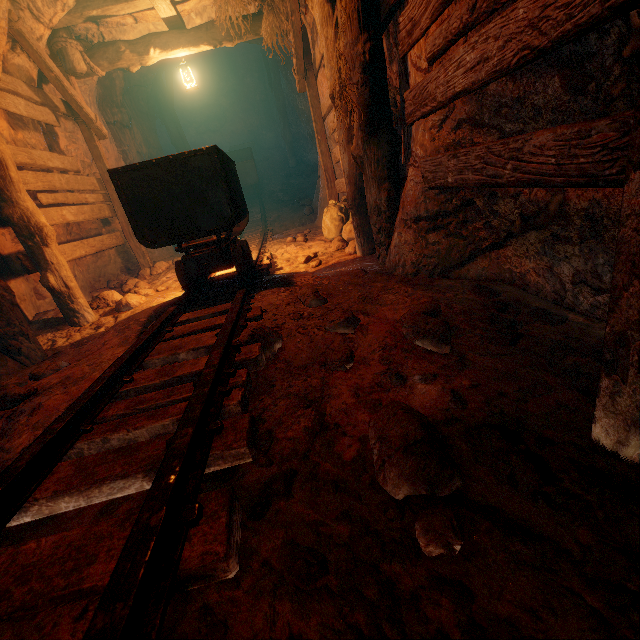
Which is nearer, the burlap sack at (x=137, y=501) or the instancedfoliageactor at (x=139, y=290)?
the burlap sack at (x=137, y=501)

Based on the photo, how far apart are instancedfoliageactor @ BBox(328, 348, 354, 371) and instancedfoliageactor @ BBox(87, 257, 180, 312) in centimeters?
475cm

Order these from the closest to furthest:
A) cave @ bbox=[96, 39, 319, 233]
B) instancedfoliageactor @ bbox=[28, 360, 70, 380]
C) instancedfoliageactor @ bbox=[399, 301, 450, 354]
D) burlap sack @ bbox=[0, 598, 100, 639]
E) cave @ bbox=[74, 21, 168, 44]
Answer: burlap sack @ bbox=[0, 598, 100, 639] → instancedfoliageactor @ bbox=[399, 301, 450, 354] → instancedfoliageactor @ bbox=[28, 360, 70, 380] → cave @ bbox=[74, 21, 168, 44] → cave @ bbox=[96, 39, 319, 233]

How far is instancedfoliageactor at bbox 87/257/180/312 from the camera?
4.6 meters

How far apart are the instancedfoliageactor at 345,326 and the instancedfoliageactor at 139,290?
4.42m

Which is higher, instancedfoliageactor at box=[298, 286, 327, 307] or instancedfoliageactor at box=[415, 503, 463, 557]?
instancedfoliageactor at box=[415, 503, 463, 557]

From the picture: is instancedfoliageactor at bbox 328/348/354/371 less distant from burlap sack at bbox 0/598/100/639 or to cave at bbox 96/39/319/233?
burlap sack at bbox 0/598/100/639

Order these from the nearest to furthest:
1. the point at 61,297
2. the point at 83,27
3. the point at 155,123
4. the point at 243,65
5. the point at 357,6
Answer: the point at 357,6, the point at 61,297, the point at 83,27, the point at 155,123, the point at 243,65
